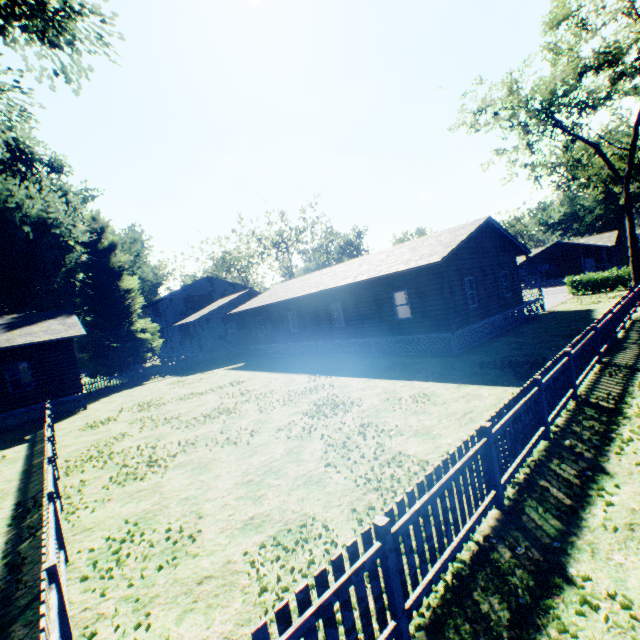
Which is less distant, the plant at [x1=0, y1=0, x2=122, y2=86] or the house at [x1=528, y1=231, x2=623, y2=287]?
the plant at [x1=0, y1=0, x2=122, y2=86]

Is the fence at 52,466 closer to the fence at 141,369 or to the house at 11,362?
the house at 11,362

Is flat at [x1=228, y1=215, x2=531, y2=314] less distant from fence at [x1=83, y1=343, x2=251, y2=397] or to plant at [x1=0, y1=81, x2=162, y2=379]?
fence at [x1=83, y1=343, x2=251, y2=397]

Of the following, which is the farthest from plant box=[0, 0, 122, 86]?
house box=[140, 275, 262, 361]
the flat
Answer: the flat

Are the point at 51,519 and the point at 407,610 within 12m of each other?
yes

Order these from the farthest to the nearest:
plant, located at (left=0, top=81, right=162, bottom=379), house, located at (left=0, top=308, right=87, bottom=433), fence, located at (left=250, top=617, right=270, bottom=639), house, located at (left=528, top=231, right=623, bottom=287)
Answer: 1. house, located at (left=528, top=231, right=623, bottom=287)
2. plant, located at (left=0, top=81, right=162, bottom=379)
3. house, located at (left=0, top=308, right=87, bottom=433)
4. fence, located at (left=250, top=617, right=270, bottom=639)

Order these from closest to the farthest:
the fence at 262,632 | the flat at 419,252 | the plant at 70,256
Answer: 1. the fence at 262,632
2. the flat at 419,252
3. the plant at 70,256

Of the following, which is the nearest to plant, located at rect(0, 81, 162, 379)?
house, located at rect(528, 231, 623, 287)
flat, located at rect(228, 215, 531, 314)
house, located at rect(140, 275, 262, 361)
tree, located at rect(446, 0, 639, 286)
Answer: house, located at rect(140, 275, 262, 361)
